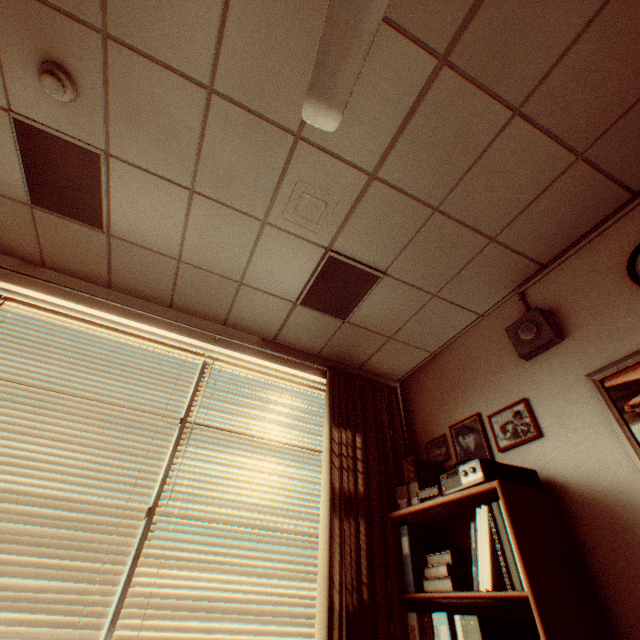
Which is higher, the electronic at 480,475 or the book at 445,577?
the electronic at 480,475

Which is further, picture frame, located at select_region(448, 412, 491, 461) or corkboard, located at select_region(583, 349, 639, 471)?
picture frame, located at select_region(448, 412, 491, 461)

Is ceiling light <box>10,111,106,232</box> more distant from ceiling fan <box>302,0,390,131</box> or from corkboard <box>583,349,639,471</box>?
corkboard <box>583,349,639,471</box>

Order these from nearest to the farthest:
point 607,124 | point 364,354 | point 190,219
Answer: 1. point 607,124
2. point 190,219
3. point 364,354

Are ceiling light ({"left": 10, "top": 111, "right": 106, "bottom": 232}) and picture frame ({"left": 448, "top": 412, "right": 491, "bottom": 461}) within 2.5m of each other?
no

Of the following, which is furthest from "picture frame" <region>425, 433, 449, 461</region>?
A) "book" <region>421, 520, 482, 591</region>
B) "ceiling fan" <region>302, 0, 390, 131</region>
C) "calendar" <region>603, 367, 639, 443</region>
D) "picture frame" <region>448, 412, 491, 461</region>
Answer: "ceiling fan" <region>302, 0, 390, 131</region>

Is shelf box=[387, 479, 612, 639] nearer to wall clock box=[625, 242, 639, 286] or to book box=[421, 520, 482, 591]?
book box=[421, 520, 482, 591]

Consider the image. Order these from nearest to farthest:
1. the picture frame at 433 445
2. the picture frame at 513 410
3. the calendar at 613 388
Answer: the calendar at 613 388, the picture frame at 513 410, the picture frame at 433 445
